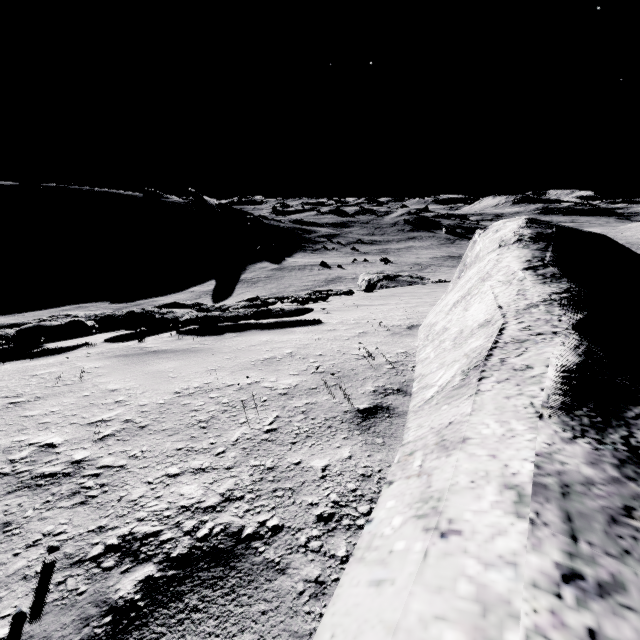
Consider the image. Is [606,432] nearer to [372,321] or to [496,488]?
[496,488]
